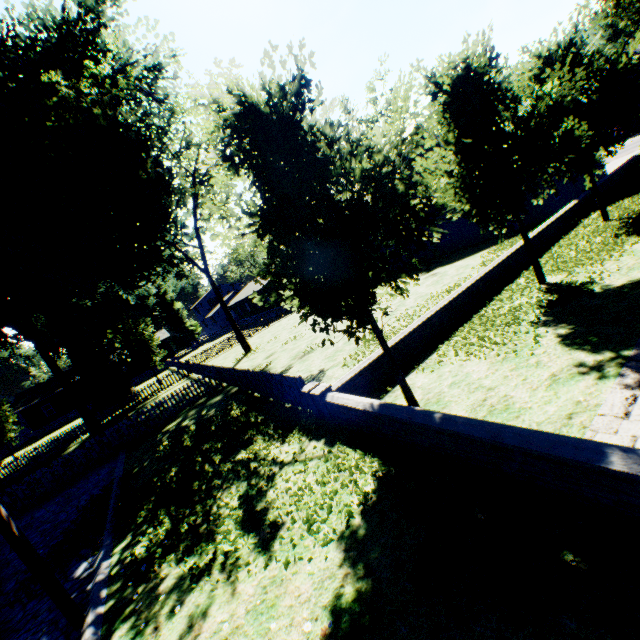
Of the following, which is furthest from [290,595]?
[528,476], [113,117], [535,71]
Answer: [113,117]

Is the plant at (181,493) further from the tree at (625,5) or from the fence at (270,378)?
the tree at (625,5)

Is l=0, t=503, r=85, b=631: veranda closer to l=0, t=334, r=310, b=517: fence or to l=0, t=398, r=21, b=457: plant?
l=0, t=334, r=310, b=517: fence

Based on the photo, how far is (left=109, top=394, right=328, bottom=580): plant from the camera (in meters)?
6.33

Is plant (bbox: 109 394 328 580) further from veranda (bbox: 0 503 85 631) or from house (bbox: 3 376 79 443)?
veranda (bbox: 0 503 85 631)

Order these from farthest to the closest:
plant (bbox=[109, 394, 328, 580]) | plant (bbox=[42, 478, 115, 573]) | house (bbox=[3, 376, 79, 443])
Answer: house (bbox=[3, 376, 79, 443]), plant (bbox=[42, 478, 115, 573]), plant (bbox=[109, 394, 328, 580])

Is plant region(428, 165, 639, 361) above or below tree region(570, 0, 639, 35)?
below

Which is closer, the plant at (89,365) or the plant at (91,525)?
the plant at (91,525)
